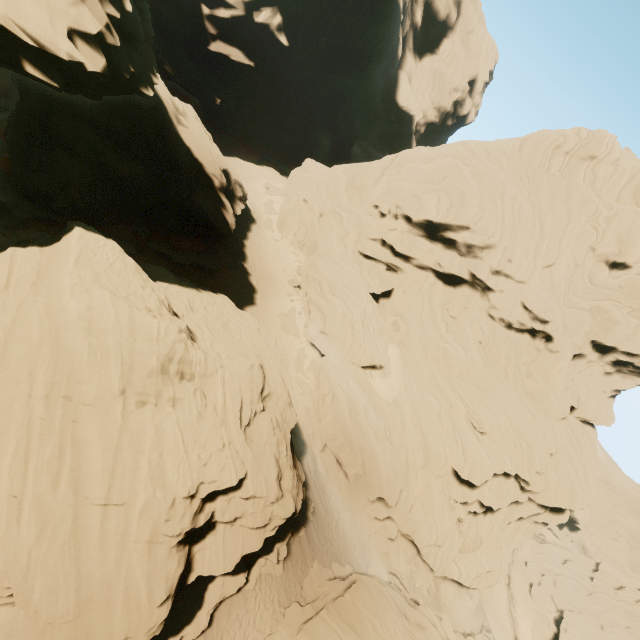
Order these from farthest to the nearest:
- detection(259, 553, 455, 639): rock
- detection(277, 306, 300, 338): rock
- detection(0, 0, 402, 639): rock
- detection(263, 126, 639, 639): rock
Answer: detection(277, 306, 300, 338): rock, detection(263, 126, 639, 639): rock, detection(259, 553, 455, 639): rock, detection(0, 0, 402, 639): rock

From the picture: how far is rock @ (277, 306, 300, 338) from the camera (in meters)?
33.12

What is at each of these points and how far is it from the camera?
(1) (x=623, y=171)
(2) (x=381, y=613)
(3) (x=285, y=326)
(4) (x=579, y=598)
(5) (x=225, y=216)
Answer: (1) rock, 38.2 meters
(2) rock, 19.8 meters
(3) rock, 33.2 meters
(4) rock, 44.9 meters
(5) rock, 30.7 meters

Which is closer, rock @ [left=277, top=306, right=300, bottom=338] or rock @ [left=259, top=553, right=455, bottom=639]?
rock @ [left=259, top=553, right=455, bottom=639]

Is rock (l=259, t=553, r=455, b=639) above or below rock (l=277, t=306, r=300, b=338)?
below

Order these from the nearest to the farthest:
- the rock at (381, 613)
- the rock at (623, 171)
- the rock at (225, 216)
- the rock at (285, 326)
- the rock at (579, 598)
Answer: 1. the rock at (225, 216)
2. the rock at (381, 613)
3. the rock at (623, 171)
4. the rock at (285, 326)
5. the rock at (579, 598)

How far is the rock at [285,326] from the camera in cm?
3312
